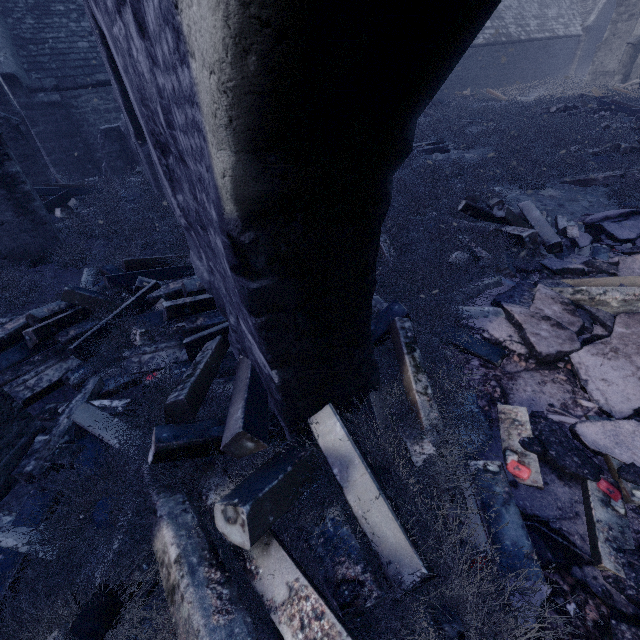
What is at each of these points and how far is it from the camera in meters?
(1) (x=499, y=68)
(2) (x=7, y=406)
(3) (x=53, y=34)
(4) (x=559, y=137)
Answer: (1) building, 21.5 m
(2) building, 2.6 m
(3) building, 11.1 m
(4) instancedfoliageactor, 8.8 m

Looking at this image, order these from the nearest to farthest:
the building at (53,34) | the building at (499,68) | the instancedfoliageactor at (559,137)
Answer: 1. the instancedfoliageactor at (559,137)
2. the building at (53,34)
3. the building at (499,68)

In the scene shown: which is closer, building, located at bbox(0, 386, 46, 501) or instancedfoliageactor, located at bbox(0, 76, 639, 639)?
instancedfoliageactor, located at bbox(0, 76, 639, 639)

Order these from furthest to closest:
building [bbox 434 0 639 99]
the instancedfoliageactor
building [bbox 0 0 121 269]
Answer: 1. building [bbox 434 0 639 99]
2. building [bbox 0 0 121 269]
3. the instancedfoliageactor

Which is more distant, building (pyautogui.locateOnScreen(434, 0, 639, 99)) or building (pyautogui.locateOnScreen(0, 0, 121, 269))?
building (pyautogui.locateOnScreen(434, 0, 639, 99))

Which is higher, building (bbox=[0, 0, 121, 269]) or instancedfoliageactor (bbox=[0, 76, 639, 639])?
building (bbox=[0, 0, 121, 269])

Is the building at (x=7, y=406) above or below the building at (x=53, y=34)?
below

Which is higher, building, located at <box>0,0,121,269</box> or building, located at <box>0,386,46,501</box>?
building, located at <box>0,0,121,269</box>
